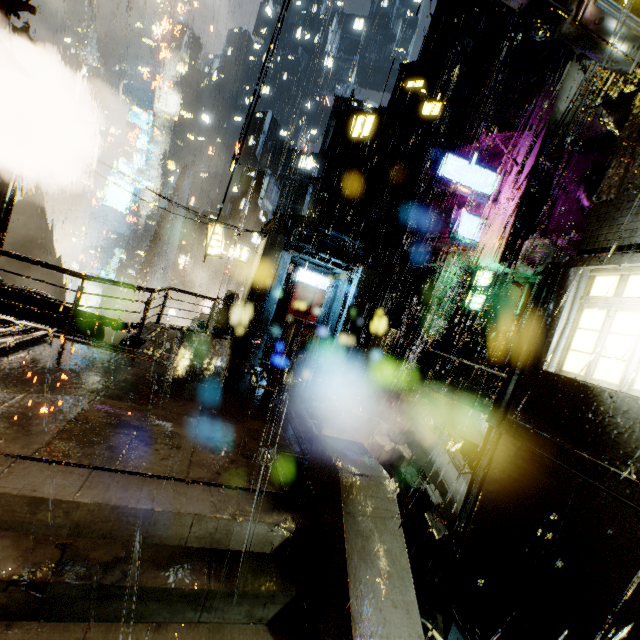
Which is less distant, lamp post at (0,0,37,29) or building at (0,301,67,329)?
lamp post at (0,0,37,29)

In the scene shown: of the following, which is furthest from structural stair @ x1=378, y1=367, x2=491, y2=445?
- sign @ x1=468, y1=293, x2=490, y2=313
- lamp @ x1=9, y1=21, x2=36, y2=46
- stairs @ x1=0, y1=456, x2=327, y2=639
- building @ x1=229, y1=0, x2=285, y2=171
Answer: lamp @ x1=9, y1=21, x2=36, y2=46

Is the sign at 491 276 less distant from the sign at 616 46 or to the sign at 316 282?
the sign at 316 282

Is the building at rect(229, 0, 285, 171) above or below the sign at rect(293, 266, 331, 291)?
above

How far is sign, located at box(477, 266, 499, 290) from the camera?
17.4 meters

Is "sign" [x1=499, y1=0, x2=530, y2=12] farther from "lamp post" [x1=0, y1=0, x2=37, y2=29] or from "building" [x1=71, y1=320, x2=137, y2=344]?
"lamp post" [x1=0, y1=0, x2=37, y2=29]

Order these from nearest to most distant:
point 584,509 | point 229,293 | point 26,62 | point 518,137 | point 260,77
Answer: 1. point 584,509
2. point 26,62
3. point 518,137
4. point 260,77
5. point 229,293

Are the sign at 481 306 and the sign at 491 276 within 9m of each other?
yes
